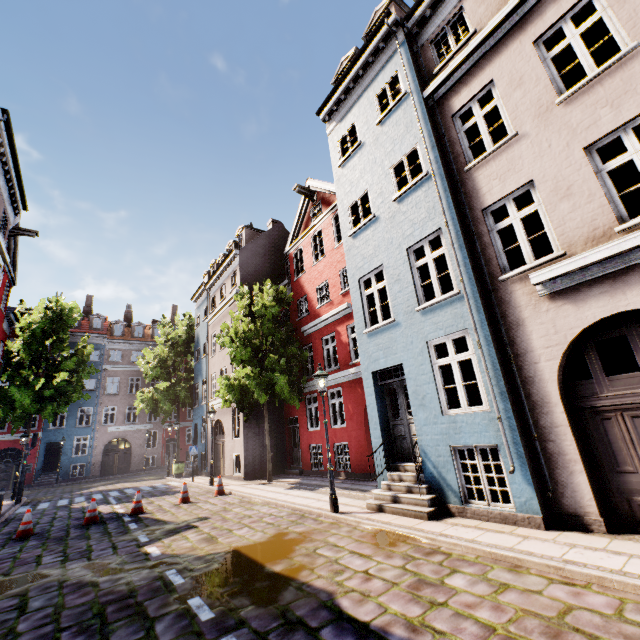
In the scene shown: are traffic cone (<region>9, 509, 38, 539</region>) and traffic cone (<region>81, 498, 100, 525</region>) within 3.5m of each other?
yes

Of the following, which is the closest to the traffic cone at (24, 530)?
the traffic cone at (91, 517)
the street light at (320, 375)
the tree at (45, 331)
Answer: the traffic cone at (91, 517)

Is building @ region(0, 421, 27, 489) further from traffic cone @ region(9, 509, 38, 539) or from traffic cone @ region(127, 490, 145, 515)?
traffic cone @ region(127, 490, 145, 515)

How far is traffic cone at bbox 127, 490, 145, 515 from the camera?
11.3 meters

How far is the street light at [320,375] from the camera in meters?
8.3

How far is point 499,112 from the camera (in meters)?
13.66

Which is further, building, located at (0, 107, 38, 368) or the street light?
building, located at (0, 107, 38, 368)

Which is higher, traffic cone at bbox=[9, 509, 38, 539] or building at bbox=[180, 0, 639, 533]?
building at bbox=[180, 0, 639, 533]
